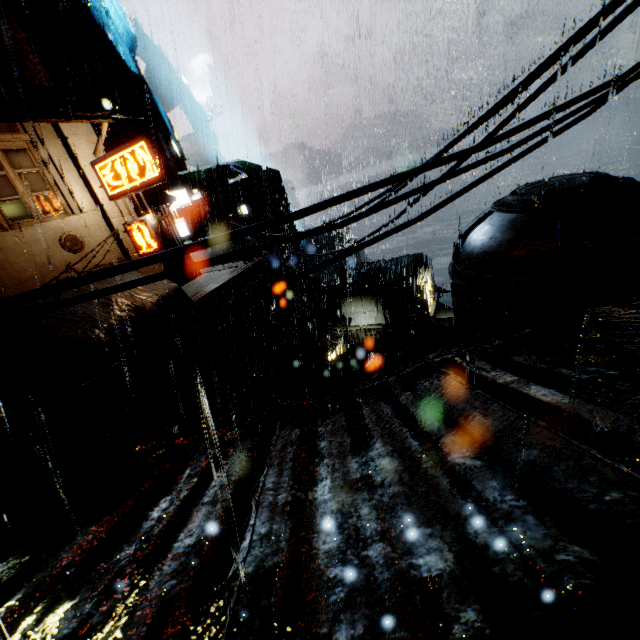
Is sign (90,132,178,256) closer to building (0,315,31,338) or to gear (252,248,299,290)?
building (0,315,31,338)

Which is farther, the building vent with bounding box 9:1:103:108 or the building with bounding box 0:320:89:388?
the building vent with bounding box 9:1:103:108

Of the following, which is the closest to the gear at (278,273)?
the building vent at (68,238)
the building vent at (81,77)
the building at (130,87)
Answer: the building at (130,87)

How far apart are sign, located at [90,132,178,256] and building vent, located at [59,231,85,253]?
1.7 meters

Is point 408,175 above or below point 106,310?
above

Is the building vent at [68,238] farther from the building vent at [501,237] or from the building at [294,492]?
the building vent at [501,237]

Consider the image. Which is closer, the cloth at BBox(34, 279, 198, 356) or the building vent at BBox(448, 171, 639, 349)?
the building vent at BBox(448, 171, 639, 349)

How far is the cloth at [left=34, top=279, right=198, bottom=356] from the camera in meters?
12.2
